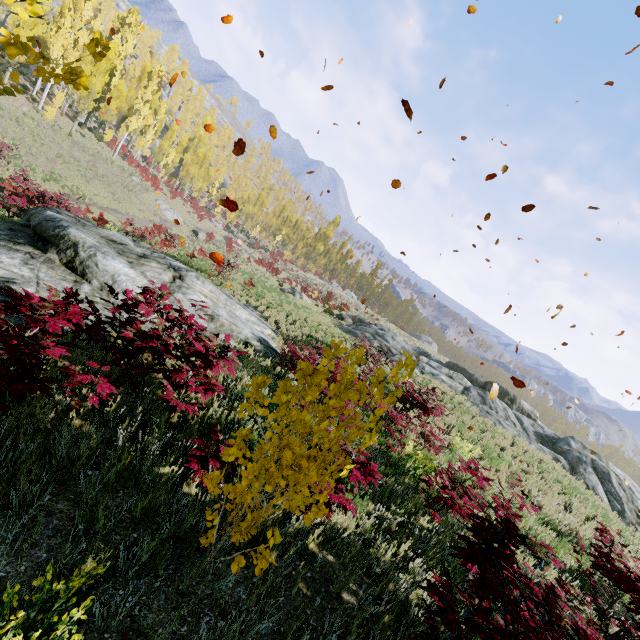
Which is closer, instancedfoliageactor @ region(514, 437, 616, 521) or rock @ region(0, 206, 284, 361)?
rock @ region(0, 206, 284, 361)

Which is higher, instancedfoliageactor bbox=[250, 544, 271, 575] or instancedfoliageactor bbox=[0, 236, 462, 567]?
instancedfoliageactor bbox=[250, 544, 271, 575]

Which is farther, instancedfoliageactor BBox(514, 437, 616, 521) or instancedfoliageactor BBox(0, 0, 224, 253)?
instancedfoliageactor BBox(514, 437, 616, 521)

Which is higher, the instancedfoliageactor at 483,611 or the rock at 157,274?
the instancedfoliageactor at 483,611

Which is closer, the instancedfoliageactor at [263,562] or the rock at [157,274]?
the instancedfoliageactor at [263,562]

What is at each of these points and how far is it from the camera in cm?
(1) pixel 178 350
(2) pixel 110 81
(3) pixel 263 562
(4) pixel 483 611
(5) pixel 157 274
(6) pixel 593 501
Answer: (1) instancedfoliageactor, 491
(2) instancedfoliageactor, 3778
(3) instancedfoliageactor, 241
(4) instancedfoliageactor, 332
(5) rock, 903
(6) instancedfoliageactor, 1213

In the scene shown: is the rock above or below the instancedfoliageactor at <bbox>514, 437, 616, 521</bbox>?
below
